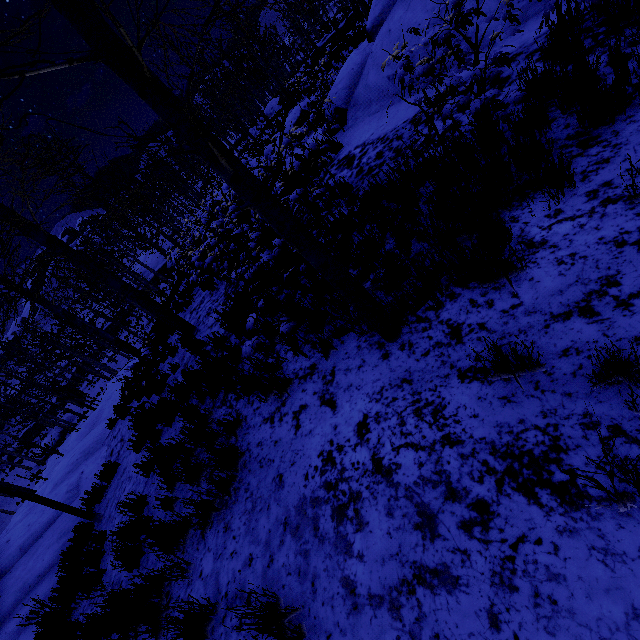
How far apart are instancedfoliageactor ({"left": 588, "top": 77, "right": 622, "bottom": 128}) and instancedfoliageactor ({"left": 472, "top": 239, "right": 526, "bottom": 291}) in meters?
1.6 m

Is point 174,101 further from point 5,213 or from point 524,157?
point 5,213

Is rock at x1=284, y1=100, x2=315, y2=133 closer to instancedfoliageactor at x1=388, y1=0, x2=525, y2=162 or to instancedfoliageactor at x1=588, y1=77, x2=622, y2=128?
instancedfoliageactor at x1=388, y1=0, x2=525, y2=162

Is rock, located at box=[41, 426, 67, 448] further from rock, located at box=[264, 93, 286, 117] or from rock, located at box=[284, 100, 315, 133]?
rock, located at box=[264, 93, 286, 117]

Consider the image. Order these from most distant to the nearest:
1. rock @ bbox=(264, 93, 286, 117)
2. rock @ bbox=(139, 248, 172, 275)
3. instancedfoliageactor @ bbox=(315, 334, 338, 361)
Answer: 1. rock @ bbox=(139, 248, 172, 275)
2. rock @ bbox=(264, 93, 286, 117)
3. instancedfoliageactor @ bbox=(315, 334, 338, 361)

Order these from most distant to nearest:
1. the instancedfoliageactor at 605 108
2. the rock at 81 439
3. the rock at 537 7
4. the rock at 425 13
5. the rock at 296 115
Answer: the rock at 296 115
the rock at 81 439
the rock at 425 13
the rock at 537 7
the instancedfoliageactor at 605 108

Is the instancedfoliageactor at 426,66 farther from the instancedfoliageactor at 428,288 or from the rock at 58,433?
the rock at 58,433

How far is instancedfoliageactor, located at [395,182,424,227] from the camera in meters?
3.6
